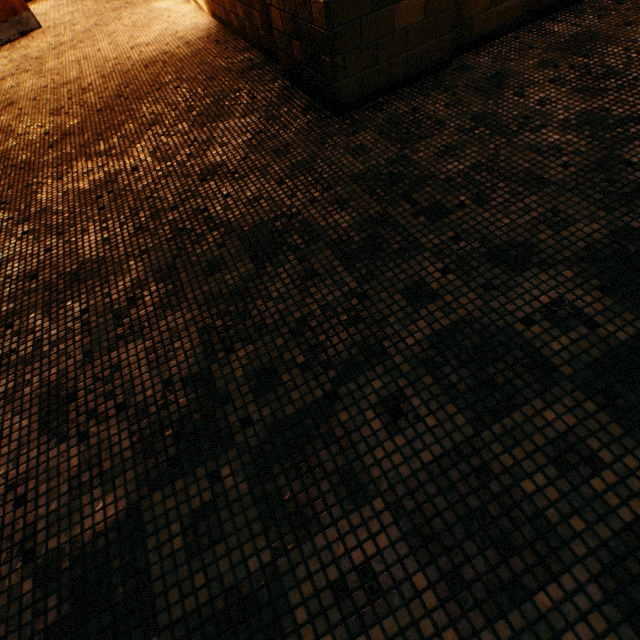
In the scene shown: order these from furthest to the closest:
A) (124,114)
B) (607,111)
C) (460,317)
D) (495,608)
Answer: (124,114), (607,111), (460,317), (495,608)
